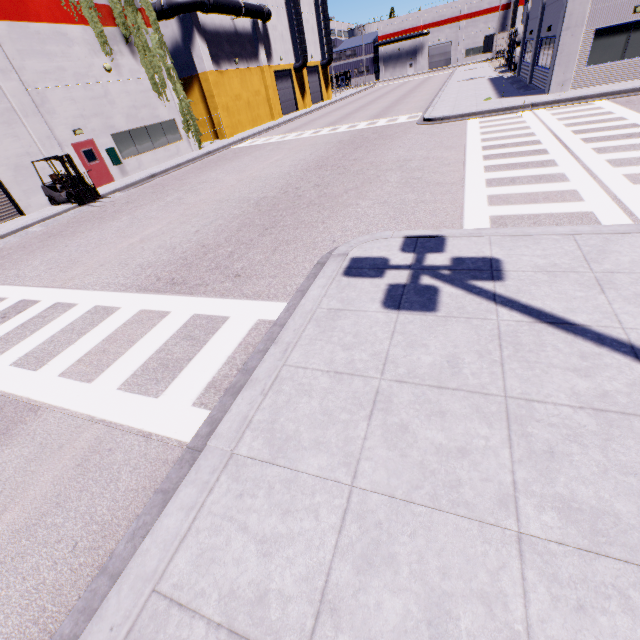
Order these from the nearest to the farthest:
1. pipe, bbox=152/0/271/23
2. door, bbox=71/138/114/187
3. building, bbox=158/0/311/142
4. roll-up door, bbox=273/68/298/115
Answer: door, bbox=71/138/114/187, pipe, bbox=152/0/271/23, building, bbox=158/0/311/142, roll-up door, bbox=273/68/298/115

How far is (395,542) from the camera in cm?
240

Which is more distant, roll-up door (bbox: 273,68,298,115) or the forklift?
roll-up door (bbox: 273,68,298,115)

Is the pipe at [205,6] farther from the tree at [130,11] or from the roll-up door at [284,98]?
the tree at [130,11]

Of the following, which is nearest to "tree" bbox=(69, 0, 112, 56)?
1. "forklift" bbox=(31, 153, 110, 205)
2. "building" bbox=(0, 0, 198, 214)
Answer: "building" bbox=(0, 0, 198, 214)

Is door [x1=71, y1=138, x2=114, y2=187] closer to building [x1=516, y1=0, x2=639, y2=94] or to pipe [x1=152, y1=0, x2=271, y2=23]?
building [x1=516, y1=0, x2=639, y2=94]

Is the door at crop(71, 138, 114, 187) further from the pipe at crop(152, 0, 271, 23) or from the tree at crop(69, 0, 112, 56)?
the pipe at crop(152, 0, 271, 23)

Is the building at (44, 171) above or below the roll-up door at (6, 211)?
above
